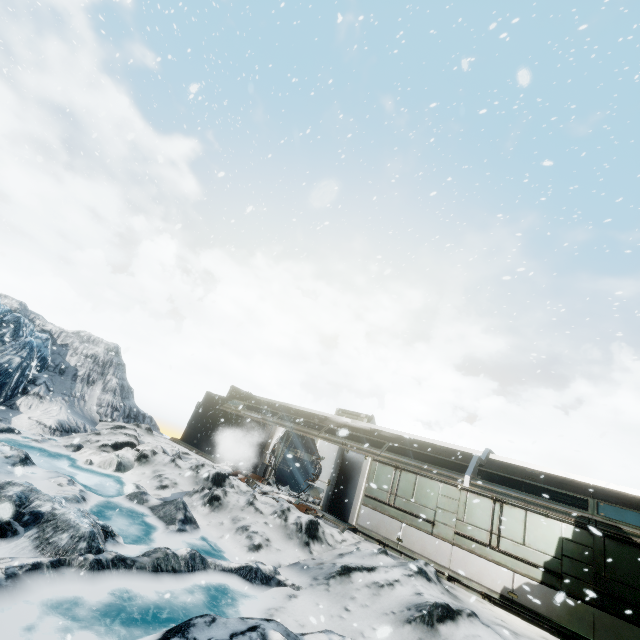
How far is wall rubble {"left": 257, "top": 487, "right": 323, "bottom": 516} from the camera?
12.57m

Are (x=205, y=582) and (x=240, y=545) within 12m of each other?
yes

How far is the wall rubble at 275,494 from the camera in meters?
12.6
